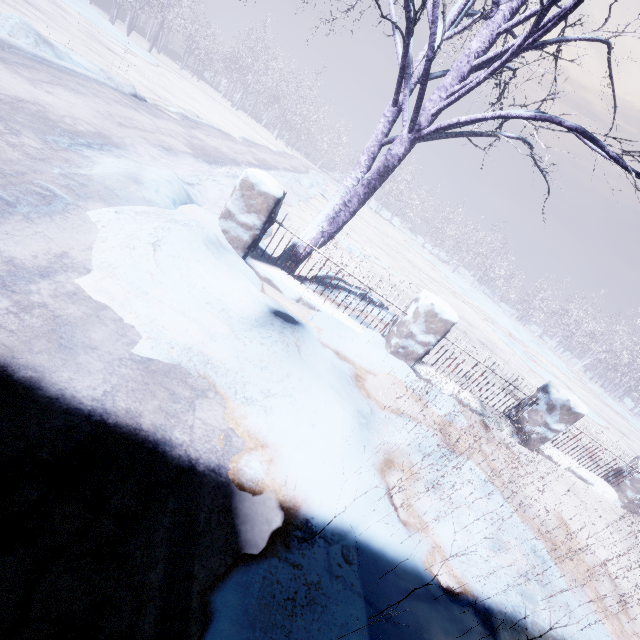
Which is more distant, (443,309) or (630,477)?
(630,477)

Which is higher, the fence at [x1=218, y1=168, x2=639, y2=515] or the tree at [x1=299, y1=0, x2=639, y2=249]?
the tree at [x1=299, y1=0, x2=639, y2=249]

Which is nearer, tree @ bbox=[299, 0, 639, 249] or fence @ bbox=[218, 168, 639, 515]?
tree @ bbox=[299, 0, 639, 249]

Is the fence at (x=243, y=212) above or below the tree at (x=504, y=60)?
below

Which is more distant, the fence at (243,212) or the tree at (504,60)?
the fence at (243,212)
